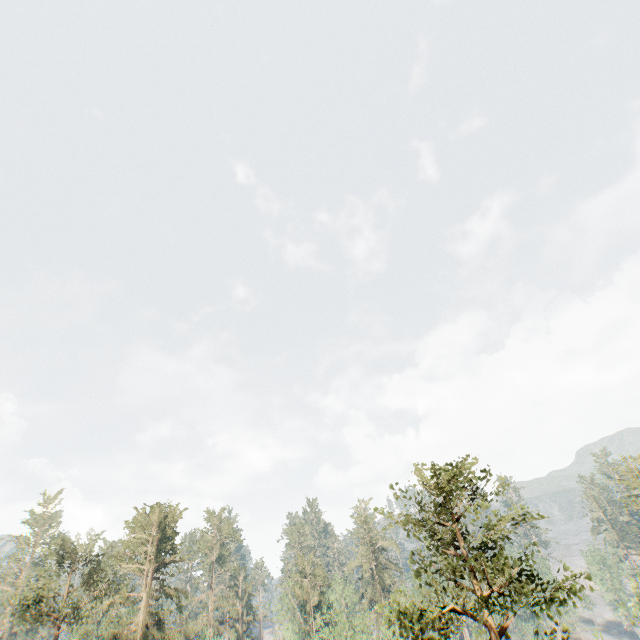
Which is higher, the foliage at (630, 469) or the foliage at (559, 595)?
the foliage at (630, 469)

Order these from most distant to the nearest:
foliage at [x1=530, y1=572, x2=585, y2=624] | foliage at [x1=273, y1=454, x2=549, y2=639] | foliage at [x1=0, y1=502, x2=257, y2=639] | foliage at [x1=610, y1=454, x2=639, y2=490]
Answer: foliage at [x1=610, y1=454, x2=639, y2=490] → foliage at [x1=0, y1=502, x2=257, y2=639] → foliage at [x1=530, y1=572, x2=585, y2=624] → foliage at [x1=273, y1=454, x2=549, y2=639]

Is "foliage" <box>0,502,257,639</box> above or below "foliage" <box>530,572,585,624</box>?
above

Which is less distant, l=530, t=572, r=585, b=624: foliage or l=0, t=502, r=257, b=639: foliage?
l=530, t=572, r=585, b=624: foliage

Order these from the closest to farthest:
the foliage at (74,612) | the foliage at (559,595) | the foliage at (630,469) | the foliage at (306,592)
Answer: the foliage at (306,592) < the foliage at (559,595) < the foliage at (74,612) < the foliage at (630,469)

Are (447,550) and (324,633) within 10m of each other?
no

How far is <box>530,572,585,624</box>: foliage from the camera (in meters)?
14.09
